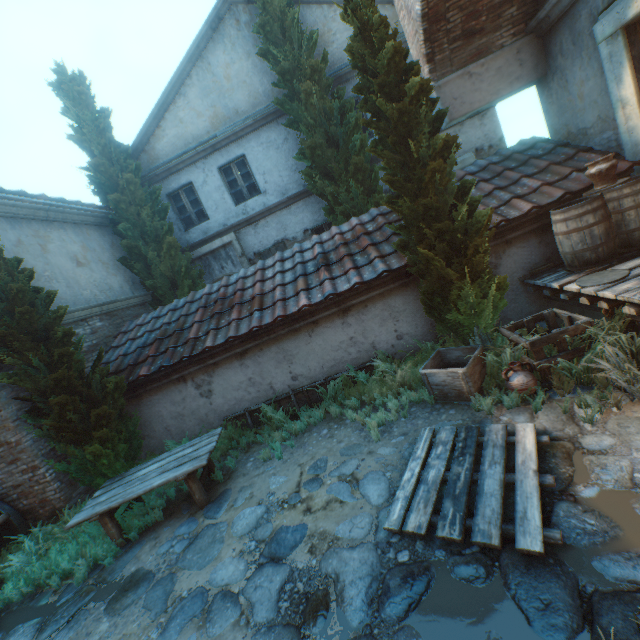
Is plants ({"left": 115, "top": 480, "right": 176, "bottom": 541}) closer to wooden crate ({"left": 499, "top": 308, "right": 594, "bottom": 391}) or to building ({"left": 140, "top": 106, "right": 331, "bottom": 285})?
wooden crate ({"left": 499, "top": 308, "right": 594, "bottom": 391})

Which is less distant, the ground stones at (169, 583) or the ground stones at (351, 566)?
the ground stones at (351, 566)

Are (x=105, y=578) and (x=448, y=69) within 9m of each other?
no

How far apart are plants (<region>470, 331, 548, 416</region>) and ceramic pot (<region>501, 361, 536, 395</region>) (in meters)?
0.15

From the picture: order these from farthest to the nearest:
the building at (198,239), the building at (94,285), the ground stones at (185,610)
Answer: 1. the building at (198,239)
2. the building at (94,285)
3. the ground stones at (185,610)

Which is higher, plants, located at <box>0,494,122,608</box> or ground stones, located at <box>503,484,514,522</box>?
plants, located at <box>0,494,122,608</box>

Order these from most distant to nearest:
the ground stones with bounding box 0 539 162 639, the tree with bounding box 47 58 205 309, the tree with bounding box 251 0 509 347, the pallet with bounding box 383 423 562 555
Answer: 1. the tree with bounding box 47 58 205 309
2. the tree with bounding box 251 0 509 347
3. the ground stones with bounding box 0 539 162 639
4. the pallet with bounding box 383 423 562 555

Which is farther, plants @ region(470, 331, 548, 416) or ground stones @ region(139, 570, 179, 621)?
plants @ region(470, 331, 548, 416)
